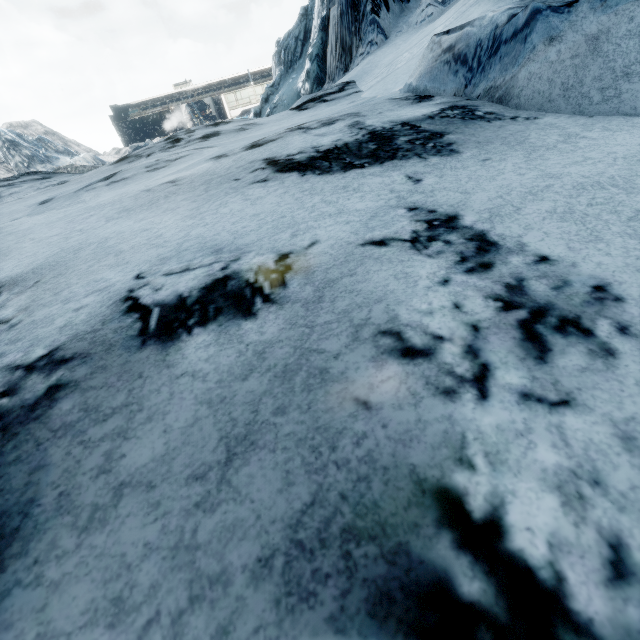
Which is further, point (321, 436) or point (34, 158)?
point (34, 158)
